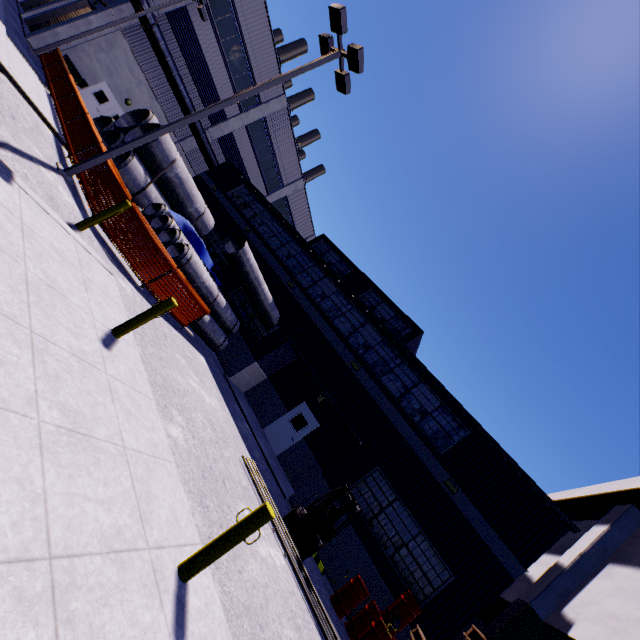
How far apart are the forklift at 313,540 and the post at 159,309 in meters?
6.8 m

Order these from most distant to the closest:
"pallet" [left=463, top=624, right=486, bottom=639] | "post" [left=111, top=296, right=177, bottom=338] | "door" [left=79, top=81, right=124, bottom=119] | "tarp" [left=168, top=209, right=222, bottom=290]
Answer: "door" [left=79, top=81, right=124, bottom=119], "tarp" [left=168, top=209, right=222, bottom=290], "post" [left=111, top=296, right=177, bottom=338], "pallet" [left=463, top=624, right=486, bottom=639]

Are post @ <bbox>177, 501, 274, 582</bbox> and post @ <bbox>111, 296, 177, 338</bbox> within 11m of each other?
yes

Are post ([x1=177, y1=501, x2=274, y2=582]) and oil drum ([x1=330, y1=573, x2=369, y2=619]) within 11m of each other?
yes

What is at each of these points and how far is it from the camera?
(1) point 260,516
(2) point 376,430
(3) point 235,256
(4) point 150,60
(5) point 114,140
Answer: (1) post, 3.8 meters
(2) building, 13.2 meters
(3) concrete pipe, 12.5 meters
(4) building, 21.8 meters
(5) concrete pipe stack, 15.9 meters

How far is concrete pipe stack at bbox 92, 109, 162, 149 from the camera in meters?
15.2

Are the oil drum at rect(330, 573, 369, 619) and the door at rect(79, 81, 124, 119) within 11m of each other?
no

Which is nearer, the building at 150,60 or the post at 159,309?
the post at 159,309
